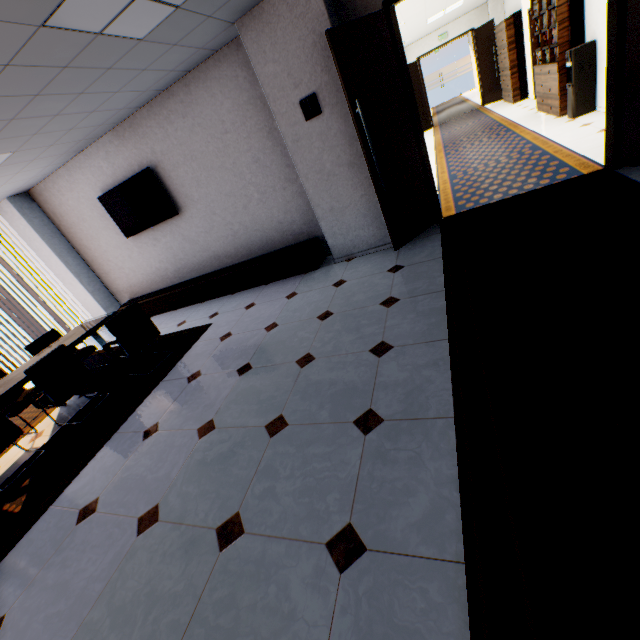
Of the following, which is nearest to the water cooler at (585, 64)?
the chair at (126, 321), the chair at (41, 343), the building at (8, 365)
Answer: the chair at (126, 321)

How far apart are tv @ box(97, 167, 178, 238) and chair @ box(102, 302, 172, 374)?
2.1m

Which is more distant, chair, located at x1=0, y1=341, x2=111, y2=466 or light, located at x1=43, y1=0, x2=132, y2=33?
chair, located at x1=0, y1=341, x2=111, y2=466

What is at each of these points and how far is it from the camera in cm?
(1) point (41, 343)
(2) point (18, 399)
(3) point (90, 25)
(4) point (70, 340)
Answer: (1) chair, 488
(2) chair, 429
(3) light, 243
(4) table, 442

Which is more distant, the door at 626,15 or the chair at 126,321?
the chair at 126,321

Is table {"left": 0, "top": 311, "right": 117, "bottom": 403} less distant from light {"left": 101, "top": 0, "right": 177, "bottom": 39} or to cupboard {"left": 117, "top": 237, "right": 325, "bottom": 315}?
cupboard {"left": 117, "top": 237, "right": 325, "bottom": 315}

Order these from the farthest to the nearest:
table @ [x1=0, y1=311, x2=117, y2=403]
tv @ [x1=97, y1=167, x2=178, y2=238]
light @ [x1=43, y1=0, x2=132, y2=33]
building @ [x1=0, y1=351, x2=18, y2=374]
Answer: building @ [x1=0, y1=351, x2=18, y2=374], tv @ [x1=97, y1=167, x2=178, y2=238], table @ [x1=0, y1=311, x2=117, y2=403], light @ [x1=43, y1=0, x2=132, y2=33]

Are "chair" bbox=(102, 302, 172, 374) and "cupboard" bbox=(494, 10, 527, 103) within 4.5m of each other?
no
